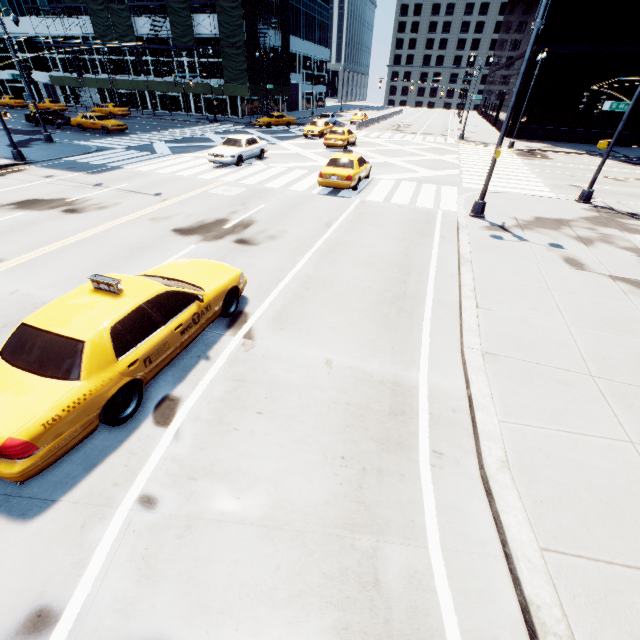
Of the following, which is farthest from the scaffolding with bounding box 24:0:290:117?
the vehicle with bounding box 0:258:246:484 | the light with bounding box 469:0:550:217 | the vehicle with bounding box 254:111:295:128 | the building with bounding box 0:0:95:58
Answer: the vehicle with bounding box 0:258:246:484

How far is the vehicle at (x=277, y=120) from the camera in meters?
37.9 m

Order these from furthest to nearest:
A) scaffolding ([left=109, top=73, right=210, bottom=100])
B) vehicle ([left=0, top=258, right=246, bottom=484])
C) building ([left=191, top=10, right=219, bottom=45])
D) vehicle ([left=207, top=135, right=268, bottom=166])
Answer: scaffolding ([left=109, top=73, right=210, bottom=100]) < building ([left=191, top=10, right=219, bottom=45]) < vehicle ([left=207, top=135, right=268, bottom=166]) < vehicle ([left=0, top=258, right=246, bottom=484])

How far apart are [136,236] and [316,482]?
10.1 meters

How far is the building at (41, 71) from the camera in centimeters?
5056cm

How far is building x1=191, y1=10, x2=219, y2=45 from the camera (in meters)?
40.81

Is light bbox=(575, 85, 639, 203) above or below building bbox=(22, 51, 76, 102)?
below
